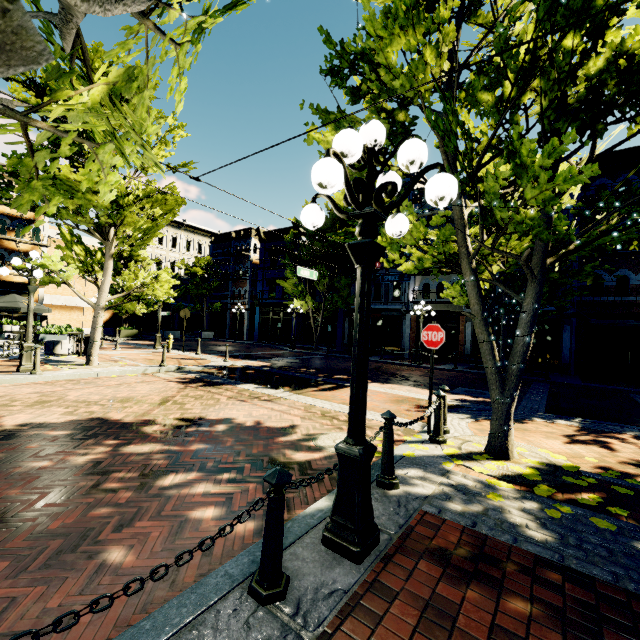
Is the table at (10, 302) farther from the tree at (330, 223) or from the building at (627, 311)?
the building at (627, 311)

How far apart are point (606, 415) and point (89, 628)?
11.5 meters

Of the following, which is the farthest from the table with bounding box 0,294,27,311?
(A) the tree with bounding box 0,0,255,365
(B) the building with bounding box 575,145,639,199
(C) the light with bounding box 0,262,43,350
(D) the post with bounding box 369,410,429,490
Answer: (B) the building with bounding box 575,145,639,199

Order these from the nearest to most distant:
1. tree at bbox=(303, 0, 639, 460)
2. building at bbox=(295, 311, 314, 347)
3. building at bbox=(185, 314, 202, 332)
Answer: tree at bbox=(303, 0, 639, 460) → building at bbox=(295, 311, 314, 347) → building at bbox=(185, 314, 202, 332)

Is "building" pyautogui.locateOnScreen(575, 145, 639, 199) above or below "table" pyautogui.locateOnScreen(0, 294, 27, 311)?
above

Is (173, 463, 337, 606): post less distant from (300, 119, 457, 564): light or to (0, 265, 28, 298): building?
(300, 119, 457, 564): light

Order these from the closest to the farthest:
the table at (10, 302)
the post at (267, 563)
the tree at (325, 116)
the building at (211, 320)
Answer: the post at (267, 563)
the tree at (325, 116)
the table at (10, 302)
the building at (211, 320)

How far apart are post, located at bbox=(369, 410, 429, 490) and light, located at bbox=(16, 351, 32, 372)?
10.80m
